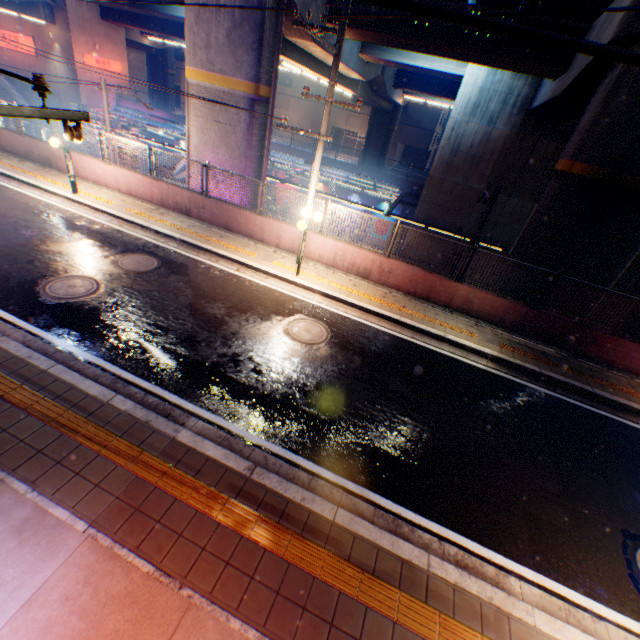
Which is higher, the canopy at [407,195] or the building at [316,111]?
the building at [316,111]

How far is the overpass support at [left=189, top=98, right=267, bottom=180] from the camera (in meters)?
12.54

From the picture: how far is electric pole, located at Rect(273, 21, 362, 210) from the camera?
6.96m

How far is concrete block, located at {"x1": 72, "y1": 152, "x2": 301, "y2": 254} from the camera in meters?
12.2 m

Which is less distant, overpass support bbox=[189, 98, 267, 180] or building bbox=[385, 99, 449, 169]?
overpass support bbox=[189, 98, 267, 180]

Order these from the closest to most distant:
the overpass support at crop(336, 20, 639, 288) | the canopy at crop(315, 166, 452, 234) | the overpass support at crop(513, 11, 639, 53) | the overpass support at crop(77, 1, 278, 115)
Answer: the overpass support at crop(513, 11, 639, 53), the overpass support at crop(336, 20, 639, 288), the overpass support at crop(77, 1, 278, 115), the canopy at crop(315, 166, 452, 234)

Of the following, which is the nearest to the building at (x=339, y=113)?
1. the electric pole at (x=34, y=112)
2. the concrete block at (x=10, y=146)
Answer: the concrete block at (x=10, y=146)

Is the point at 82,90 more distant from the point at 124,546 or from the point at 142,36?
the point at 124,546
